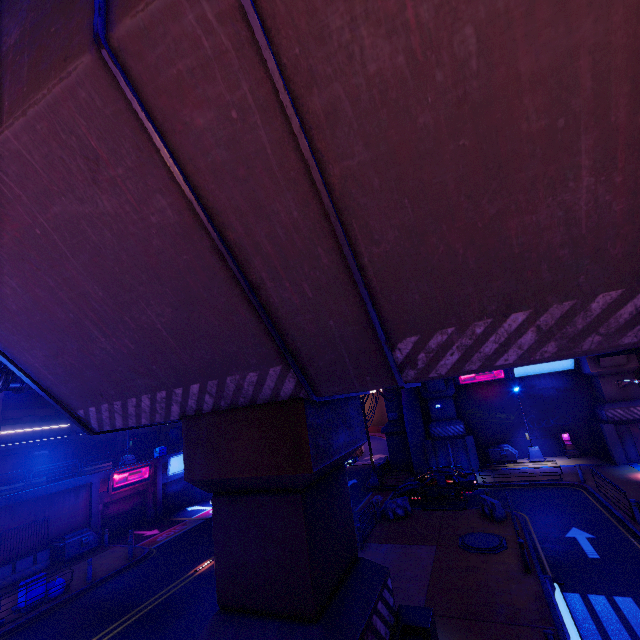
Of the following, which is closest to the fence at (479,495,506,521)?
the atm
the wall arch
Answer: the wall arch

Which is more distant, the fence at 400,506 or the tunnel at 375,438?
the tunnel at 375,438

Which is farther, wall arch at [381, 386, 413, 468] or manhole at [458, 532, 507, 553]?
wall arch at [381, 386, 413, 468]

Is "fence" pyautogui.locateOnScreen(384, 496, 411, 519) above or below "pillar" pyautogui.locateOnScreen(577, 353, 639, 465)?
below

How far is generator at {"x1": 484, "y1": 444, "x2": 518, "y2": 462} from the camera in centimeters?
2705cm

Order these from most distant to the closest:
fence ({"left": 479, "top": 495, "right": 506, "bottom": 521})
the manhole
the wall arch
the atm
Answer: the wall arch, the atm, fence ({"left": 479, "top": 495, "right": 506, "bottom": 521}), the manhole

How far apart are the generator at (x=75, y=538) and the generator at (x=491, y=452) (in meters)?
30.08

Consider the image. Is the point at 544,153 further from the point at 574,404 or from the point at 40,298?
the point at 574,404
